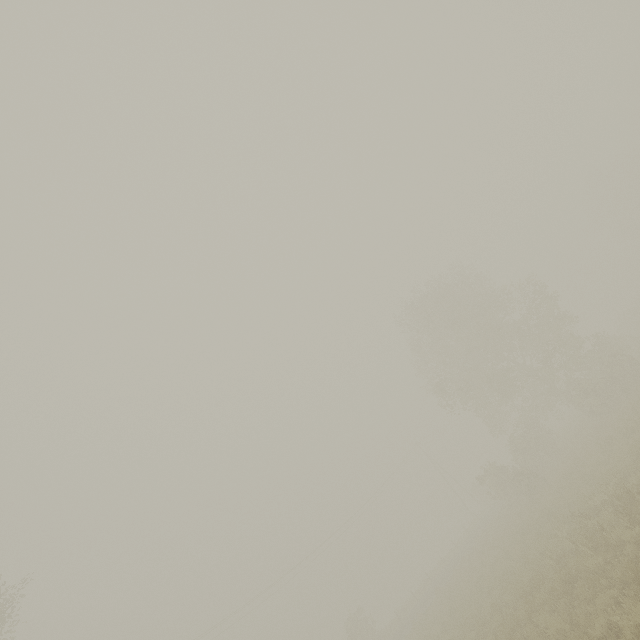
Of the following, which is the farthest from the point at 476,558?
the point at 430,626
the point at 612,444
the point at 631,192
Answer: the point at 631,192
